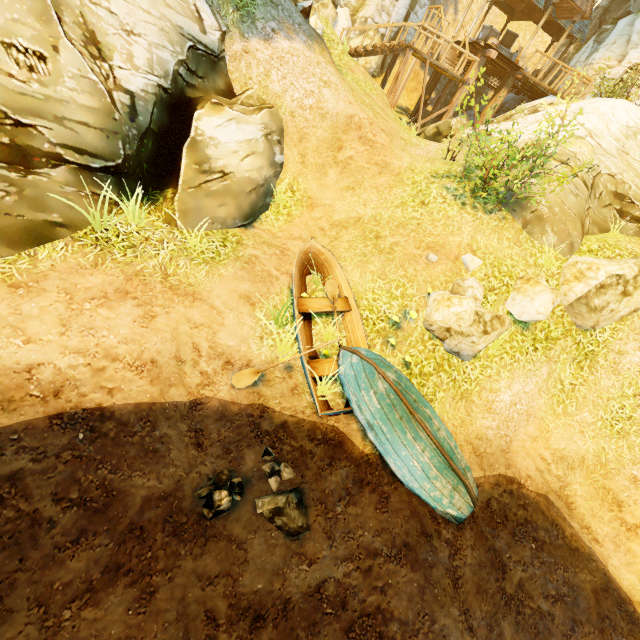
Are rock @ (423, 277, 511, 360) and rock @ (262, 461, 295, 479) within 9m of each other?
yes

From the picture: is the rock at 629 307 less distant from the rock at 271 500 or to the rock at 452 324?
the rock at 452 324

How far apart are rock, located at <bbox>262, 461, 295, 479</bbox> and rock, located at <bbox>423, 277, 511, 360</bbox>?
4.2m

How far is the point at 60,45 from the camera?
5.02m

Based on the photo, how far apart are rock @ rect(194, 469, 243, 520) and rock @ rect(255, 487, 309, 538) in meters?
0.2 m

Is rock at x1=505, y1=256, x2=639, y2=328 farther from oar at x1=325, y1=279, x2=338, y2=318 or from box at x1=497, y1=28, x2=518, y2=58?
box at x1=497, y1=28, x2=518, y2=58

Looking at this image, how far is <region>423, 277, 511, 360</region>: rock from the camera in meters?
6.9

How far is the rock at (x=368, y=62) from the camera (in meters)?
19.00
